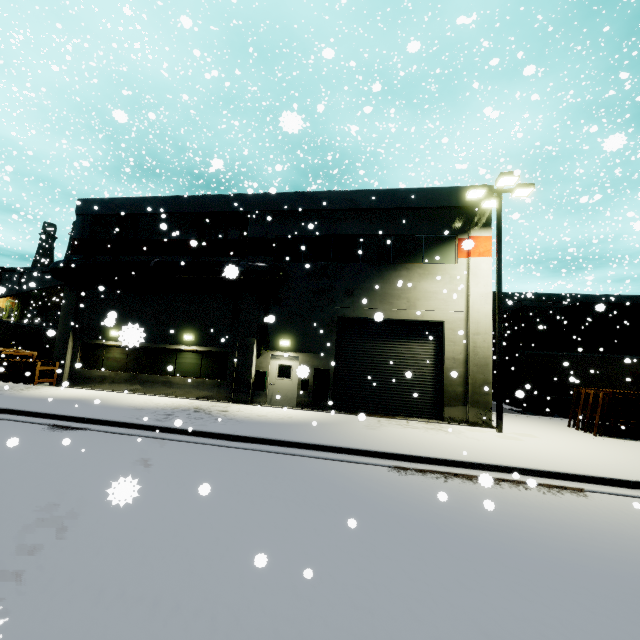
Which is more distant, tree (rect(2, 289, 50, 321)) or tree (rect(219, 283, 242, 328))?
tree (rect(2, 289, 50, 321))

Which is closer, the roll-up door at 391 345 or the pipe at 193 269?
the roll-up door at 391 345

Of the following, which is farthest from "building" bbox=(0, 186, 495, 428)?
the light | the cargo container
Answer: the cargo container

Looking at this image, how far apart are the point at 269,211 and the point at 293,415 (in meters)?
10.57

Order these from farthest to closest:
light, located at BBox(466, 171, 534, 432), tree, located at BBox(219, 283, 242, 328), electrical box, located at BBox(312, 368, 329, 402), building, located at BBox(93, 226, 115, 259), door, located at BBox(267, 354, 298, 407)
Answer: building, located at BBox(93, 226, 115, 259)
tree, located at BBox(219, 283, 242, 328)
door, located at BBox(267, 354, 298, 407)
electrical box, located at BBox(312, 368, 329, 402)
light, located at BBox(466, 171, 534, 432)

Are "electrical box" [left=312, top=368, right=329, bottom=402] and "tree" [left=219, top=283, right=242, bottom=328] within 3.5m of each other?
no

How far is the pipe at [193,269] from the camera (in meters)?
15.61

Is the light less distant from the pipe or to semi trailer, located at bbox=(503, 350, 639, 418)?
semi trailer, located at bbox=(503, 350, 639, 418)
